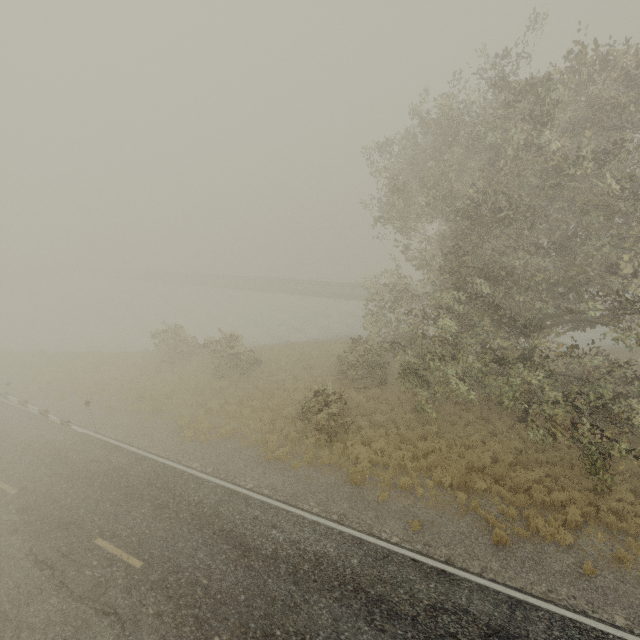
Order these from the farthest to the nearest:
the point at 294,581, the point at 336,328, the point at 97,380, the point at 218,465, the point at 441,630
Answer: the point at 336,328, the point at 97,380, the point at 218,465, the point at 294,581, the point at 441,630
